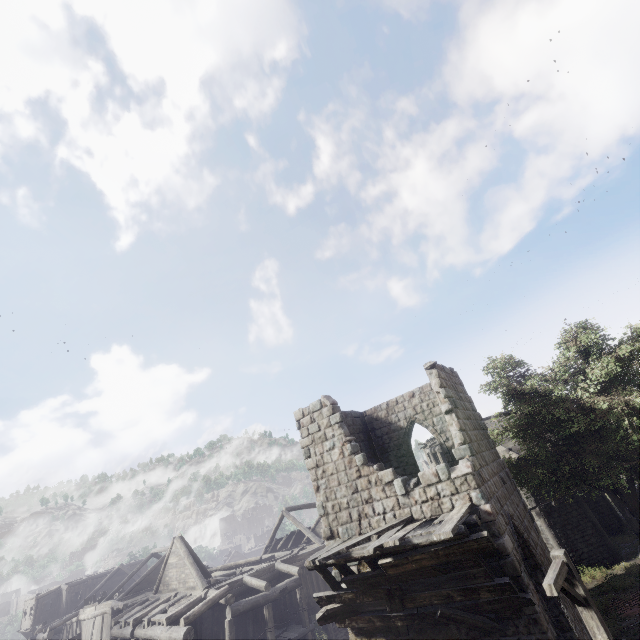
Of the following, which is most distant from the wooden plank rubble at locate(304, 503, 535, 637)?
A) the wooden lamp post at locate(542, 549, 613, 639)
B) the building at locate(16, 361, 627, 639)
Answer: the wooden lamp post at locate(542, 549, 613, 639)

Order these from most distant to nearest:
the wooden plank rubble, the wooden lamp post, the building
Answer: the building
the wooden plank rubble
the wooden lamp post

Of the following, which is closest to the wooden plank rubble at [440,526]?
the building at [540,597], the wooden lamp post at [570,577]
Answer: the building at [540,597]

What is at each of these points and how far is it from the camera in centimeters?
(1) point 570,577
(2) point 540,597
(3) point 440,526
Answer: (1) wooden lamp post, 683cm
(2) building, 878cm
(3) wooden plank rubble, 809cm

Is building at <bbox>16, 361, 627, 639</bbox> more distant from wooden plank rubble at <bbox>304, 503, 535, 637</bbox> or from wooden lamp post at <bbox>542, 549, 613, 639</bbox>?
wooden lamp post at <bbox>542, 549, 613, 639</bbox>

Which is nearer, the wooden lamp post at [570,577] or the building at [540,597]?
the wooden lamp post at [570,577]
